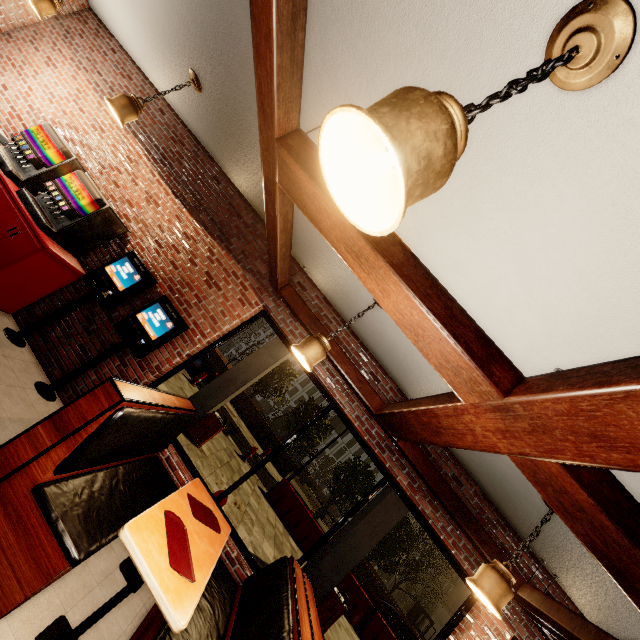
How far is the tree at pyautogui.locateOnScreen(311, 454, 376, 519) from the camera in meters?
25.4

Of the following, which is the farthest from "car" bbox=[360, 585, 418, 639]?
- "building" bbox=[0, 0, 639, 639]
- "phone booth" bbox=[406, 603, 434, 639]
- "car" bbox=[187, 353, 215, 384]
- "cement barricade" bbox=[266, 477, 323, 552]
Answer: "phone booth" bbox=[406, 603, 434, 639]

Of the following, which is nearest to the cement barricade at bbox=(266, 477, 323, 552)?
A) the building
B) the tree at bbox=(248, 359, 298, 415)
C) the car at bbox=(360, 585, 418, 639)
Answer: the car at bbox=(360, 585, 418, 639)

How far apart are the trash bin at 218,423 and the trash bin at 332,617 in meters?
4.5

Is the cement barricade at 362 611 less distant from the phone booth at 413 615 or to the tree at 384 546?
the tree at 384 546

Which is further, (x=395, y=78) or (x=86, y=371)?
(x=86, y=371)

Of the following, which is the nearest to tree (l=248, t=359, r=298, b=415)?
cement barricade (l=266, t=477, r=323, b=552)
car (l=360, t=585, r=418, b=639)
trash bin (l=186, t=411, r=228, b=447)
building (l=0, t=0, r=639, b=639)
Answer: car (l=360, t=585, r=418, b=639)

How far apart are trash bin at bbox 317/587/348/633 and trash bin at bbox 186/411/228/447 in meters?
4.5 m
